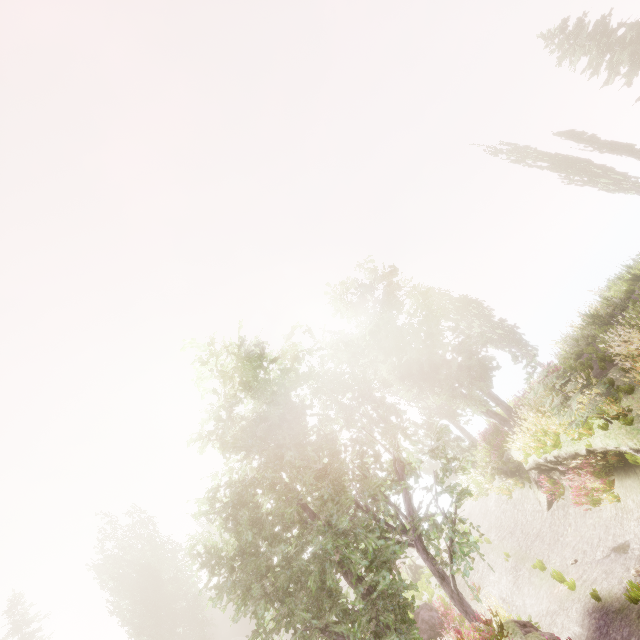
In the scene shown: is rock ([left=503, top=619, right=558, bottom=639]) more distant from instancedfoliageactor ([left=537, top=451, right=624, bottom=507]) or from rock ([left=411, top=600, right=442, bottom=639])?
rock ([left=411, top=600, right=442, bottom=639])

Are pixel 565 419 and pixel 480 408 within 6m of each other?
yes

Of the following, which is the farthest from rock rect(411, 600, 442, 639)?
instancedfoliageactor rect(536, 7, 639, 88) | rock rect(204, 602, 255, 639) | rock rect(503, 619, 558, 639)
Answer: rock rect(204, 602, 255, 639)

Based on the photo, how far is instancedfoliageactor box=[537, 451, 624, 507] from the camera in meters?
9.5

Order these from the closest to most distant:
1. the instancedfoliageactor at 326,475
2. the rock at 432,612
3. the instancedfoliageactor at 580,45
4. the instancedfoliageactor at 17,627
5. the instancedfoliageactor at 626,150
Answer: the instancedfoliageactor at 326,475, the rock at 432,612, the instancedfoliageactor at 580,45, the instancedfoliageactor at 626,150, the instancedfoliageactor at 17,627

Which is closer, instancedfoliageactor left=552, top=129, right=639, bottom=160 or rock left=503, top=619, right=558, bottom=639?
rock left=503, top=619, right=558, bottom=639

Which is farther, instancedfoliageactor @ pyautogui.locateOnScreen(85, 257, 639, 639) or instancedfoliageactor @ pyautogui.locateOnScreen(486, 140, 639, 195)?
instancedfoliageactor @ pyautogui.locateOnScreen(486, 140, 639, 195)

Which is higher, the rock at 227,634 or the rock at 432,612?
the rock at 227,634
